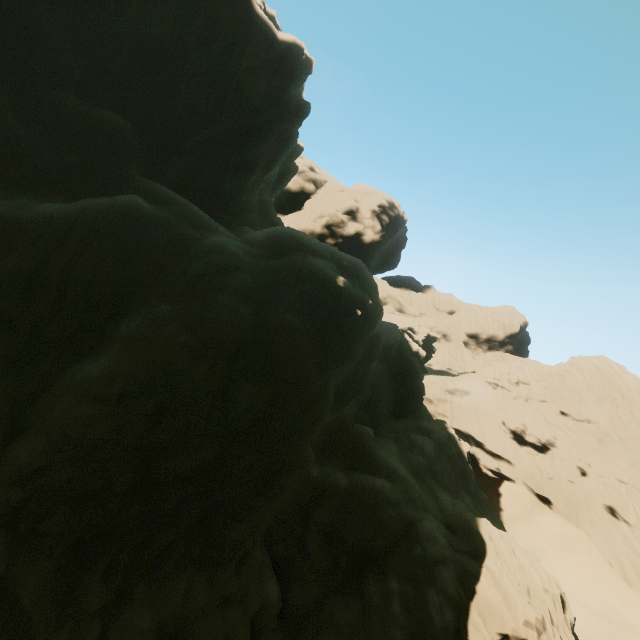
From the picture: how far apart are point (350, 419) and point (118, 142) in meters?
26.2 m
